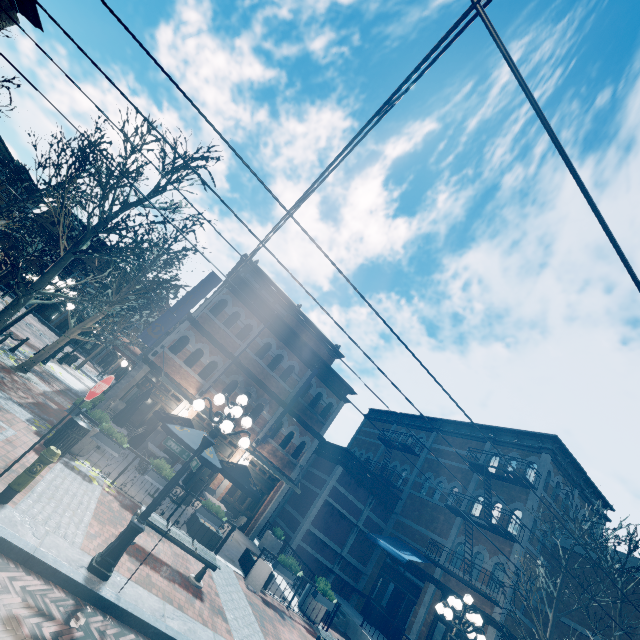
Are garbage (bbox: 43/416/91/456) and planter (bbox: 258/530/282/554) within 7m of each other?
no

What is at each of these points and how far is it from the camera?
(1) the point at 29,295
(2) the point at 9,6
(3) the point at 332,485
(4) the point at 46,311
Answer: (1) tree, 8.69m
(2) building, 18.03m
(3) building, 17.98m
(4) building, 51.06m

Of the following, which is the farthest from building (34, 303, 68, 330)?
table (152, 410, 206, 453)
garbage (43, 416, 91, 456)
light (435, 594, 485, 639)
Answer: garbage (43, 416, 91, 456)

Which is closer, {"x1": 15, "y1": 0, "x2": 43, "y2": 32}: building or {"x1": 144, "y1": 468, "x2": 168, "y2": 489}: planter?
{"x1": 144, "y1": 468, "x2": 168, "y2": 489}: planter

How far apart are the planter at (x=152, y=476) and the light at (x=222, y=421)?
3.90m

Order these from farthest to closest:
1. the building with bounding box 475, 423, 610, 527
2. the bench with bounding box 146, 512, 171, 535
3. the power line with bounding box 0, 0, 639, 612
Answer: the building with bounding box 475, 423, 610, 527 → the bench with bounding box 146, 512, 171, 535 → the power line with bounding box 0, 0, 639, 612

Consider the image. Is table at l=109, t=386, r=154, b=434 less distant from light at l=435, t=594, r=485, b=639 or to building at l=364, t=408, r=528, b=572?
building at l=364, t=408, r=528, b=572

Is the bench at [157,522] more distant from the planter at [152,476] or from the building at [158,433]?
the building at [158,433]
